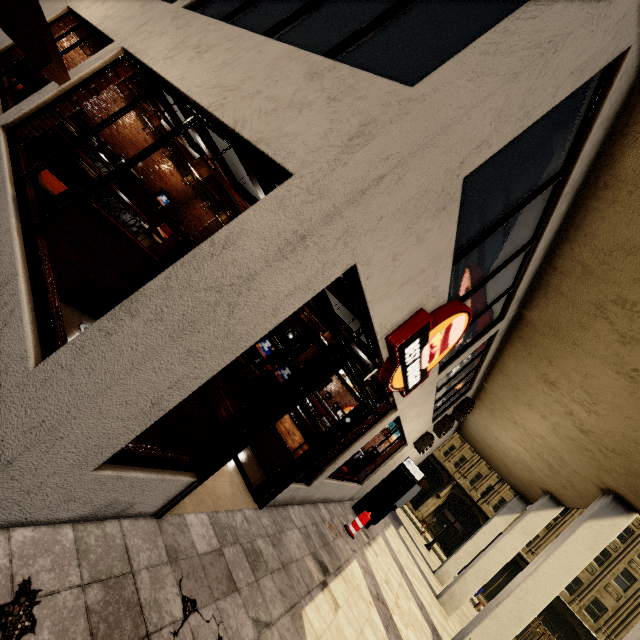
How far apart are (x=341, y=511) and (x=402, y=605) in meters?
2.4

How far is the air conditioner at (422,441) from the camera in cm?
1059

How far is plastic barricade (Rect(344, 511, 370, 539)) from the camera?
8.1m

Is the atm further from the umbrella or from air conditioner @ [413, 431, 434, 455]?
the umbrella

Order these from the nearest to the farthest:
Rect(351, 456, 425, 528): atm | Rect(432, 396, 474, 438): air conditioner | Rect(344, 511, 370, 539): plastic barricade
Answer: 1. Rect(344, 511, 370, 539): plastic barricade
2. Rect(351, 456, 425, 528): atm
3. Rect(432, 396, 474, 438): air conditioner

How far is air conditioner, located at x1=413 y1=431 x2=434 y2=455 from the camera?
10.59m

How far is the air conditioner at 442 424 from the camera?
10.70m

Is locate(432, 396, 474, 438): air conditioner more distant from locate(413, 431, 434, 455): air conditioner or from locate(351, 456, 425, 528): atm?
locate(351, 456, 425, 528): atm
